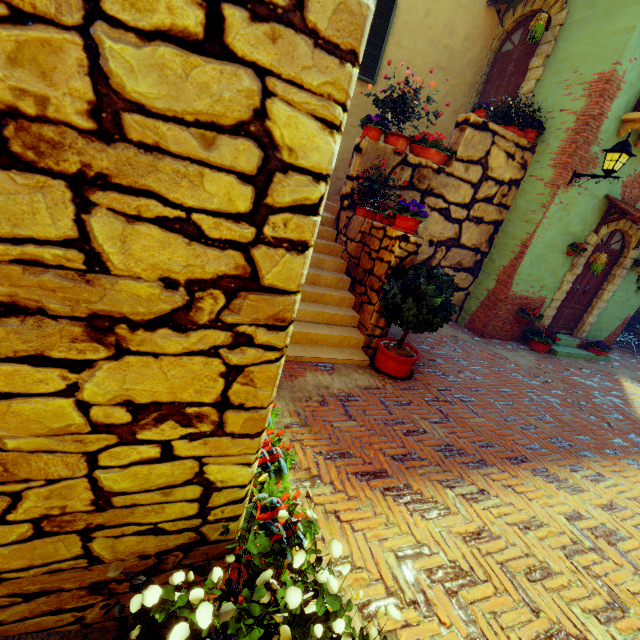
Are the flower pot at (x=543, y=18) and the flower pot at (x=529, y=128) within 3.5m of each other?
yes

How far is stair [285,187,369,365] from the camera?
4.7m

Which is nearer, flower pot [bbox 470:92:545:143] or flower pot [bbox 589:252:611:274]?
flower pot [bbox 470:92:545:143]

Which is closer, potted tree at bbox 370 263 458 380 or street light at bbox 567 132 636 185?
potted tree at bbox 370 263 458 380

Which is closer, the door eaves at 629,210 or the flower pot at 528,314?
the door eaves at 629,210

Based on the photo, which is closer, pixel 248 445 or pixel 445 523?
pixel 248 445

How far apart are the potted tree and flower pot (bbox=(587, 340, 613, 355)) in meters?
6.8

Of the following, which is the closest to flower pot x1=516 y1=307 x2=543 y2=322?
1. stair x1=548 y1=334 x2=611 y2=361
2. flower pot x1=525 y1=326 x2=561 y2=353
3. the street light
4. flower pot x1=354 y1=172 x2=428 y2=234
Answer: flower pot x1=525 y1=326 x2=561 y2=353
